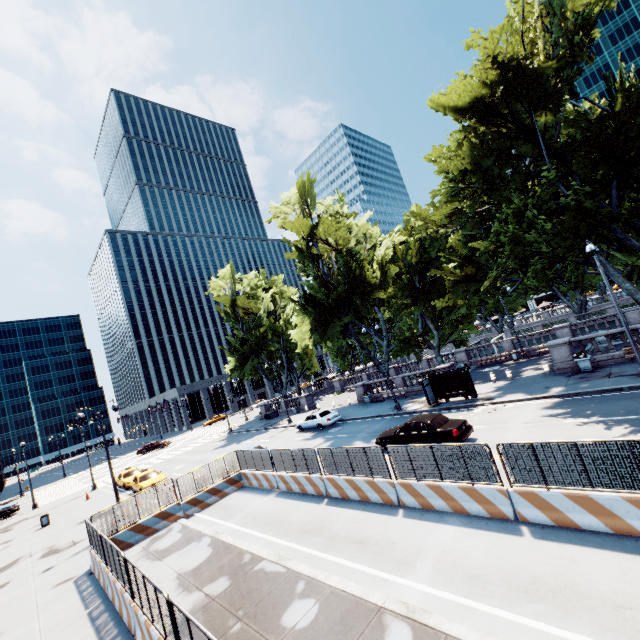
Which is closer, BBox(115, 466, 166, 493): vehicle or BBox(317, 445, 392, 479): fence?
BBox(317, 445, 392, 479): fence

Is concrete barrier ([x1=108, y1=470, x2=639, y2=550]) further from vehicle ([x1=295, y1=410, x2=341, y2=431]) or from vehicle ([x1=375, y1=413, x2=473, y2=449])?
vehicle ([x1=295, y1=410, x2=341, y2=431])

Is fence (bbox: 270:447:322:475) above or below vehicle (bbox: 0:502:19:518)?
above

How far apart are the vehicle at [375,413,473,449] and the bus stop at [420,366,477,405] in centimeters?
543cm

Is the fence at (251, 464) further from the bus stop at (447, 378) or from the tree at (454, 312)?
the tree at (454, 312)

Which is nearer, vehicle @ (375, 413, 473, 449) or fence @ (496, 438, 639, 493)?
fence @ (496, 438, 639, 493)

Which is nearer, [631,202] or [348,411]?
[631,202]

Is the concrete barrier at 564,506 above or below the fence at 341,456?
below
